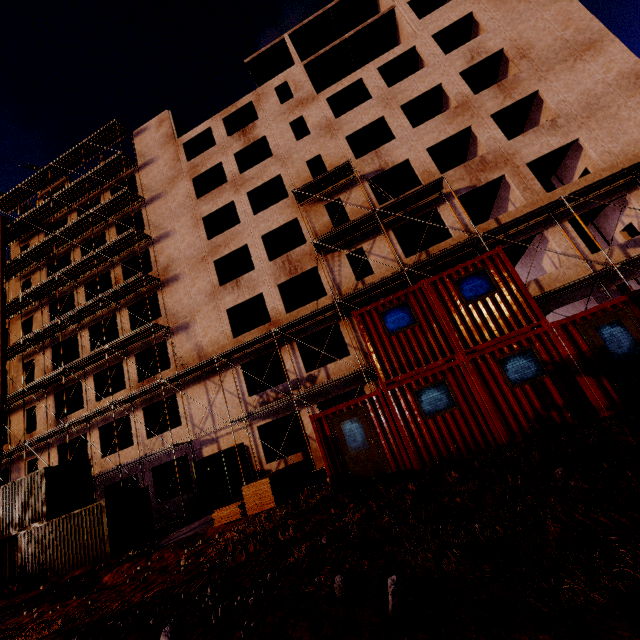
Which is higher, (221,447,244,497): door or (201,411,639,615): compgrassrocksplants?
(221,447,244,497): door

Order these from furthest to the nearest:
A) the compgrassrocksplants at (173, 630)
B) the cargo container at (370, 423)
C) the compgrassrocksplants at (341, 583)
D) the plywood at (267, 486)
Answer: the plywood at (267, 486) < the cargo container at (370, 423) < the compgrassrocksplants at (173, 630) < the compgrassrocksplants at (341, 583)

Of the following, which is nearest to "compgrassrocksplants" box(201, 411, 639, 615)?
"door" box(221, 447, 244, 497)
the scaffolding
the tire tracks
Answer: the tire tracks

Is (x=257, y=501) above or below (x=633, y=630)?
above

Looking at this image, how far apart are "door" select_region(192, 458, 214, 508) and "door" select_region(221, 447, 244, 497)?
1.77m

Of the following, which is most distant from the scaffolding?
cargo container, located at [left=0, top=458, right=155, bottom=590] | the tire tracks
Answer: the tire tracks

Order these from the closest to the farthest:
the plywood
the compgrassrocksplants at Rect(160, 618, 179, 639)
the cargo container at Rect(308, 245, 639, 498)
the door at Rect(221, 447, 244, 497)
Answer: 1. the compgrassrocksplants at Rect(160, 618, 179, 639)
2. the cargo container at Rect(308, 245, 639, 498)
3. the plywood
4. the door at Rect(221, 447, 244, 497)

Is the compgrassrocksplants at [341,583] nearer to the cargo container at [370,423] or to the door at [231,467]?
the cargo container at [370,423]
